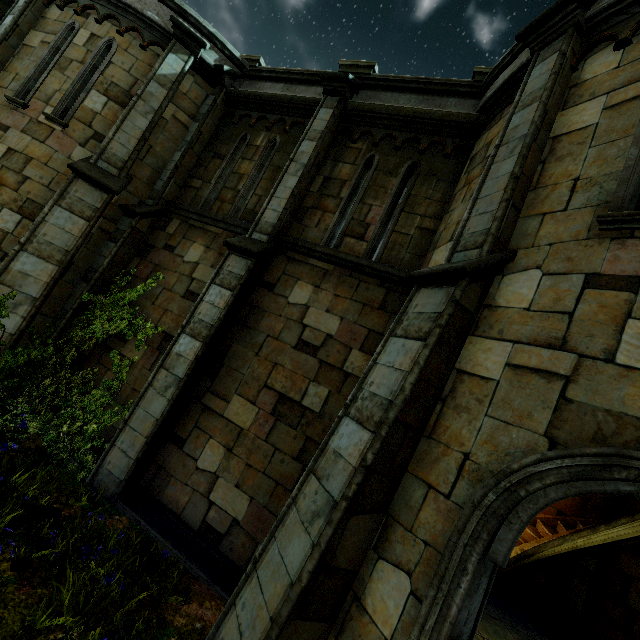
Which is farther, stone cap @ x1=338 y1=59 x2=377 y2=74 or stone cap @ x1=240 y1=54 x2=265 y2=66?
stone cap @ x1=240 y1=54 x2=265 y2=66

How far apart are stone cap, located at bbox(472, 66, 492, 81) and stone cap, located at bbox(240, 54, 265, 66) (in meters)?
5.61

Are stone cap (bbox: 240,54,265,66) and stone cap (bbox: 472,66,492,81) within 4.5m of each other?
no

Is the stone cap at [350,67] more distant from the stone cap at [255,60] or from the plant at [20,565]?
the plant at [20,565]

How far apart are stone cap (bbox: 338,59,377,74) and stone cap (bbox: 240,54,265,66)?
2.4m

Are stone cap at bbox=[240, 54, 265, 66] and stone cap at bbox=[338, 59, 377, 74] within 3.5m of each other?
yes

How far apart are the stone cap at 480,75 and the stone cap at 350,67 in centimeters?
219cm

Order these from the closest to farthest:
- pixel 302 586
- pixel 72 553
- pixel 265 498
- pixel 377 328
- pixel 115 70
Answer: pixel 302 586 < pixel 72 553 < pixel 265 498 < pixel 377 328 < pixel 115 70
